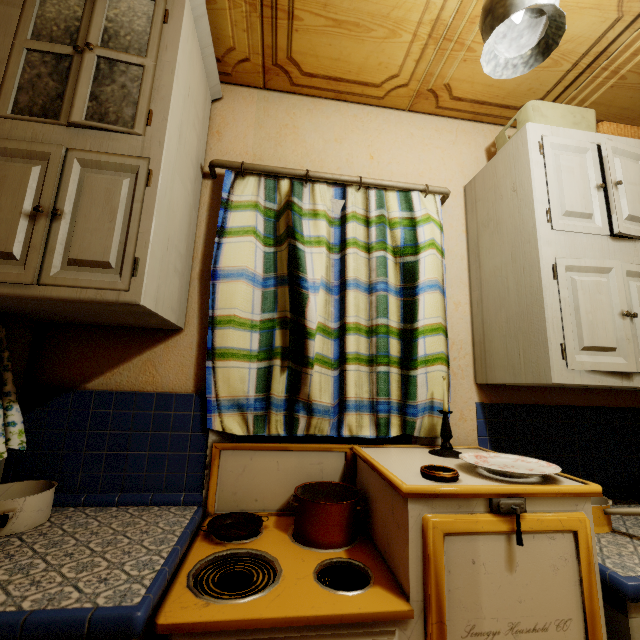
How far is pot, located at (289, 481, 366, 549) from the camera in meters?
1.1

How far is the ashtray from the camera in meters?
0.9 m

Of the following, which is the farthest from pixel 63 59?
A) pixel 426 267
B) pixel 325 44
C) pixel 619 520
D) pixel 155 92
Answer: pixel 619 520

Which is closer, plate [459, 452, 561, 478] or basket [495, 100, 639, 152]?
plate [459, 452, 561, 478]

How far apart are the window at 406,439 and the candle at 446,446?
0.2 meters

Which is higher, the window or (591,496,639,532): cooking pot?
the window

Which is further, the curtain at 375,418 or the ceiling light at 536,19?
the curtain at 375,418

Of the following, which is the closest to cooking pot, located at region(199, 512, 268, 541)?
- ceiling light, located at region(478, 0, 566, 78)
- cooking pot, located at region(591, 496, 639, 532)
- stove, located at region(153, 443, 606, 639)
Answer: stove, located at region(153, 443, 606, 639)
